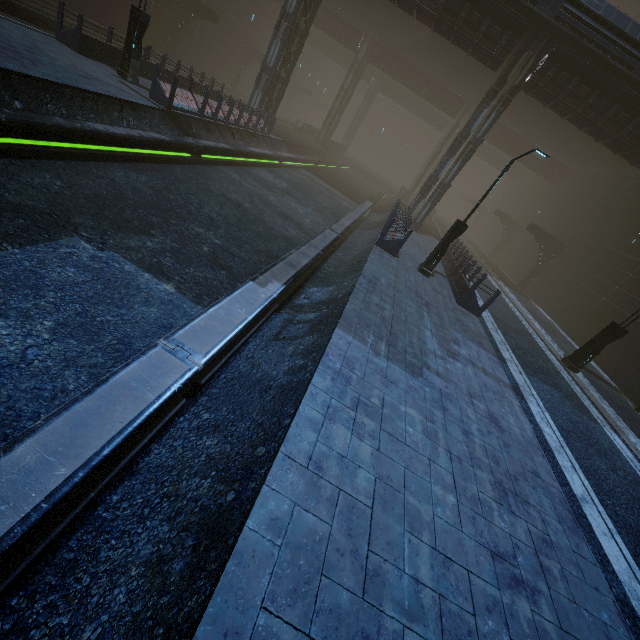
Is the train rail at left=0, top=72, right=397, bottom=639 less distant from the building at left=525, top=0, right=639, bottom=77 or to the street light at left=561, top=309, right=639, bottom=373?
the building at left=525, top=0, right=639, bottom=77

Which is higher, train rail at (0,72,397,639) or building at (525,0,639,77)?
building at (525,0,639,77)

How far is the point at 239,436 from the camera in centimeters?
409cm

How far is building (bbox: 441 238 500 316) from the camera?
12.4 meters

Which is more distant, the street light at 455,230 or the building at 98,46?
the building at 98,46

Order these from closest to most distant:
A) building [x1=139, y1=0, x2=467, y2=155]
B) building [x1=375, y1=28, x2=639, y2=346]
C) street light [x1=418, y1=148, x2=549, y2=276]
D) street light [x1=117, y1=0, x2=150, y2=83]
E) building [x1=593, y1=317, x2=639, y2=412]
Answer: street light [x1=418, y1=148, x2=549, y2=276]
street light [x1=117, y1=0, x2=150, y2=83]
building [x1=593, y1=317, x2=639, y2=412]
building [x1=139, y1=0, x2=467, y2=155]
building [x1=375, y1=28, x2=639, y2=346]

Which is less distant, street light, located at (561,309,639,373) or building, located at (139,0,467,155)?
street light, located at (561,309,639,373)

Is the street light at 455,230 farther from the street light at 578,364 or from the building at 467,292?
the street light at 578,364
